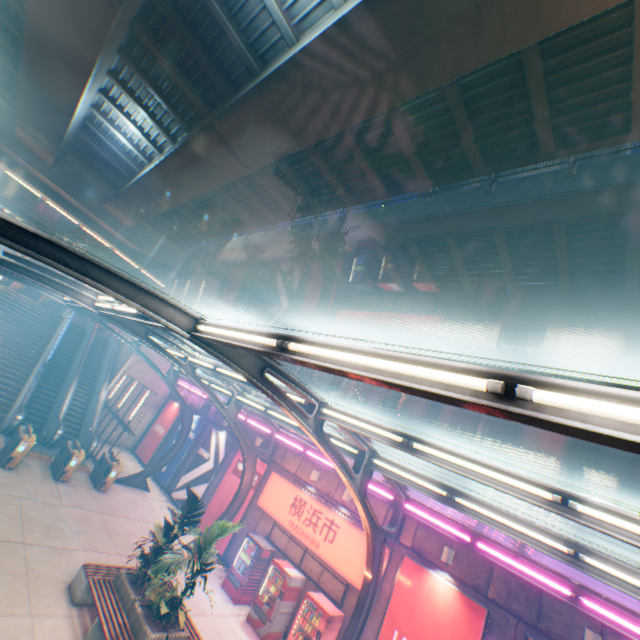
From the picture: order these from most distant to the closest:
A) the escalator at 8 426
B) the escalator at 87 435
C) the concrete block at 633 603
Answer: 1. the escalator at 87 435
2. the escalator at 8 426
3. the concrete block at 633 603

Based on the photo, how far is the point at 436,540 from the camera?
10.5 meters

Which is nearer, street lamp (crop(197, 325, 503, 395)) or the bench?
street lamp (crop(197, 325, 503, 395))

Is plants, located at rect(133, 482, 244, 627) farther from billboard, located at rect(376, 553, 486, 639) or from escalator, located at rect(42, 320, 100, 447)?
escalator, located at rect(42, 320, 100, 447)

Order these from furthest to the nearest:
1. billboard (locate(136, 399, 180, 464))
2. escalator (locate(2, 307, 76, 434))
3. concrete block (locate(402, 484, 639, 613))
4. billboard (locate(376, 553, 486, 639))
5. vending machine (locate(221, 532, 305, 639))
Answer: billboard (locate(136, 399, 180, 464)) → escalator (locate(2, 307, 76, 434)) → vending machine (locate(221, 532, 305, 639)) → billboard (locate(376, 553, 486, 639)) → concrete block (locate(402, 484, 639, 613))

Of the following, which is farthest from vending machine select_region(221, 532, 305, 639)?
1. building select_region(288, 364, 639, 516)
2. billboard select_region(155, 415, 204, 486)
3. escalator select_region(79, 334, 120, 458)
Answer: building select_region(288, 364, 639, 516)

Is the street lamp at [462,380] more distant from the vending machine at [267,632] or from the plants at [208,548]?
the vending machine at [267,632]

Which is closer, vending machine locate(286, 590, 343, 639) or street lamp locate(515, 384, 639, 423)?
street lamp locate(515, 384, 639, 423)
